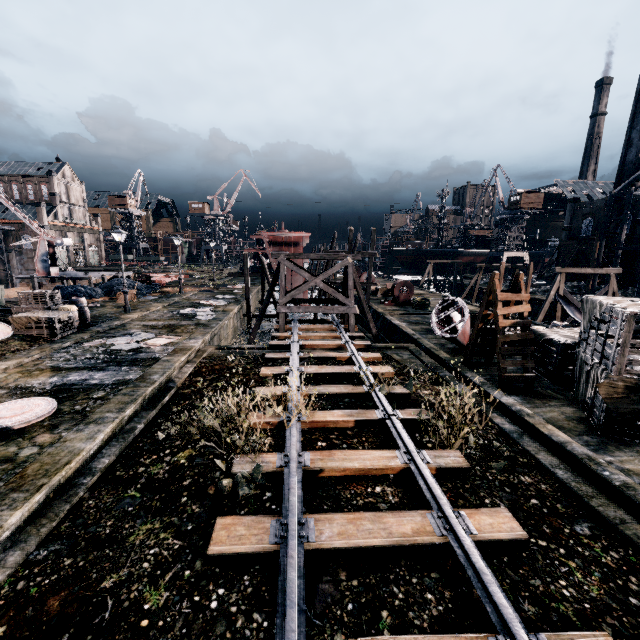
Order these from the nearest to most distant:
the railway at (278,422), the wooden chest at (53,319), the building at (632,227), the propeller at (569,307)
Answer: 1. the railway at (278,422)
2. the wooden chest at (53,319)
3. the propeller at (569,307)
4. the building at (632,227)

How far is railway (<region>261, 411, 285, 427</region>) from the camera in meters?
9.2

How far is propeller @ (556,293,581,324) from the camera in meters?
22.9 m

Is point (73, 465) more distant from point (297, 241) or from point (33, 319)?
point (297, 241)

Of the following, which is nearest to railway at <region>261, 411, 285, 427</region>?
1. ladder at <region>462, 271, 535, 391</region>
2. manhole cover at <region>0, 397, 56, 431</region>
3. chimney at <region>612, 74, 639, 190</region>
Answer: ladder at <region>462, 271, 535, 391</region>

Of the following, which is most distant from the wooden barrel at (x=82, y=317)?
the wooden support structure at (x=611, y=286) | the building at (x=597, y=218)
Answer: the wooden support structure at (x=611, y=286)

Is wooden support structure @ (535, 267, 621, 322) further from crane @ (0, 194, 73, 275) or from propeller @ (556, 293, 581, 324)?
crane @ (0, 194, 73, 275)

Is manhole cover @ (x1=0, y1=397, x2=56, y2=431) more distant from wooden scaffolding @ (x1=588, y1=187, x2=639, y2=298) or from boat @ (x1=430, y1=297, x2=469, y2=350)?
wooden scaffolding @ (x1=588, y1=187, x2=639, y2=298)
